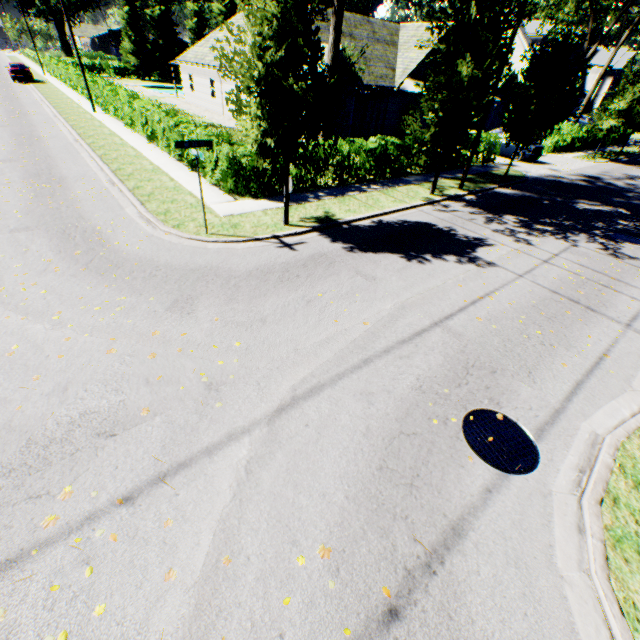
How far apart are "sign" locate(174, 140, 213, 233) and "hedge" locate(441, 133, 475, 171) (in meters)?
14.12

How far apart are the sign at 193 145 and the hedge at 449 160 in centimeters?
1412cm

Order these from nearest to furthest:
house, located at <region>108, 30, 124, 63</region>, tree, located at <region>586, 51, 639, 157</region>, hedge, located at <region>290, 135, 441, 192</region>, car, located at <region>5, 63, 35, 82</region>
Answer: hedge, located at <region>290, 135, 441, 192</region>
tree, located at <region>586, 51, 639, 157</region>
car, located at <region>5, 63, 35, 82</region>
house, located at <region>108, 30, 124, 63</region>

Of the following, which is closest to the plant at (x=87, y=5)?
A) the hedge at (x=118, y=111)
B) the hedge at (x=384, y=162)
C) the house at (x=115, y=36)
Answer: the house at (x=115, y=36)

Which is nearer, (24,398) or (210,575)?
(210,575)

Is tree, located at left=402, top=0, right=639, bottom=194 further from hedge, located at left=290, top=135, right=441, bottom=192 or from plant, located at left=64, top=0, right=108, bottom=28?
hedge, located at left=290, top=135, right=441, bottom=192

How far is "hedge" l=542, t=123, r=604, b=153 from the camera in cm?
2769

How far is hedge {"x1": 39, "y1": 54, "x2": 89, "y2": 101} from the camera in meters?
28.2 m
